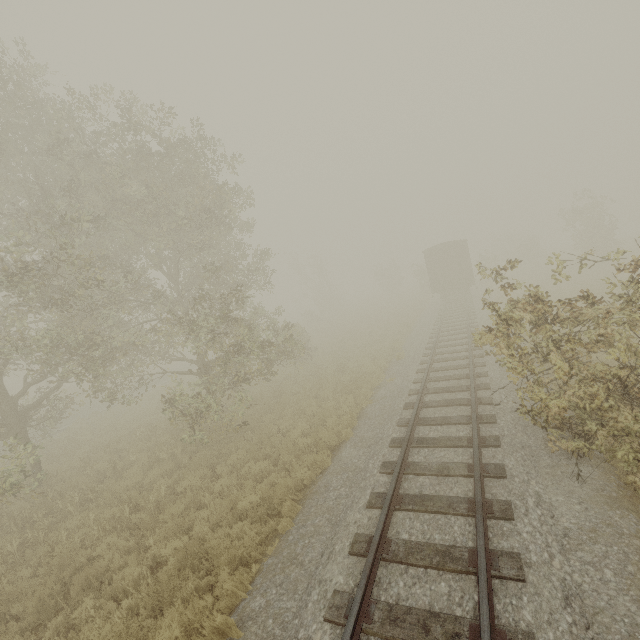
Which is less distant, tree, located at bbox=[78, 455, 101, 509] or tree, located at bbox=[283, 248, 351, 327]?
tree, located at bbox=[78, 455, 101, 509]

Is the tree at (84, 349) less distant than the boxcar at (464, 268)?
Yes

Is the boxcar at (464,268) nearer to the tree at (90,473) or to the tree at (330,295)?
the tree at (330,295)

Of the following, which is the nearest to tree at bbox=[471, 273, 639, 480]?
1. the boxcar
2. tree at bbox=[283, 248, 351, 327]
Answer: the boxcar

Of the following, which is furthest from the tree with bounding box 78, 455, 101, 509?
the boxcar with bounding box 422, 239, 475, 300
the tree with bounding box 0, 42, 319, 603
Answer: the boxcar with bounding box 422, 239, 475, 300

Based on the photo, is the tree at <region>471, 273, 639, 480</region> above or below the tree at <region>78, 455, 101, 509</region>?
above

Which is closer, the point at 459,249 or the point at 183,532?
the point at 183,532

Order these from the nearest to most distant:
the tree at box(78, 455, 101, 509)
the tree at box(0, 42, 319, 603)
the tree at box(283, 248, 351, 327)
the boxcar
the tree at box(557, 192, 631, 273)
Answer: the tree at box(557, 192, 631, 273)
the tree at box(0, 42, 319, 603)
the tree at box(78, 455, 101, 509)
the boxcar
the tree at box(283, 248, 351, 327)
